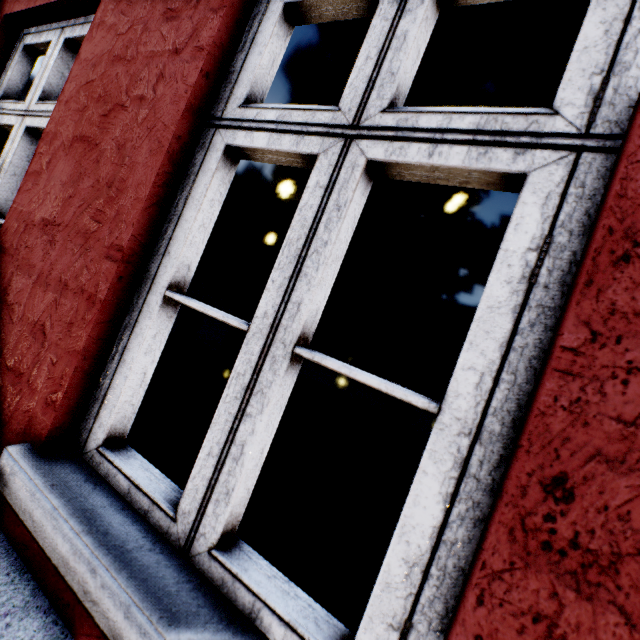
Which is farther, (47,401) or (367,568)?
(367,568)
